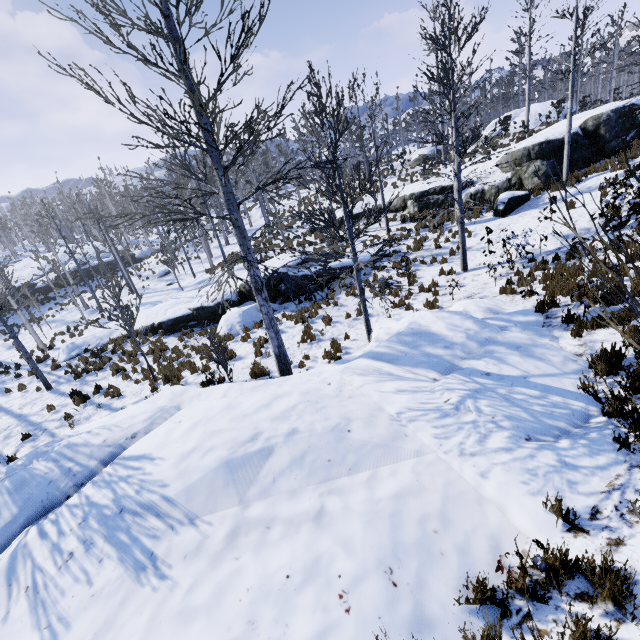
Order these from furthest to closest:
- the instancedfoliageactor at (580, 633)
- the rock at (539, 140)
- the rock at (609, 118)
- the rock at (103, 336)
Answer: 1. the rock at (103, 336)
2. the rock at (539, 140)
3. the rock at (609, 118)
4. the instancedfoliageactor at (580, 633)

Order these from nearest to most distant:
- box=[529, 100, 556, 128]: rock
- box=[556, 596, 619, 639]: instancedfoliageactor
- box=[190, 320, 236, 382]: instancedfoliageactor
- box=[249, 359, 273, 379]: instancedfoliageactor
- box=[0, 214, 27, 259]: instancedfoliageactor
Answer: box=[556, 596, 619, 639]: instancedfoliageactor, box=[190, 320, 236, 382]: instancedfoliageactor, box=[249, 359, 273, 379]: instancedfoliageactor, box=[529, 100, 556, 128]: rock, box=[0, 214, 27, 259]: instancedfoliageactor

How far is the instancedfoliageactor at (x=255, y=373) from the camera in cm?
984

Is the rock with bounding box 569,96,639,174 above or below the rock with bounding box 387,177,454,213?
above

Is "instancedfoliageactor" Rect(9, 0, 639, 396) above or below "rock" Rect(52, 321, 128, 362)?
above

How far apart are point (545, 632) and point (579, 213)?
15.0m

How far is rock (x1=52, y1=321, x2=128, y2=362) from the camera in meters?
17.0 m

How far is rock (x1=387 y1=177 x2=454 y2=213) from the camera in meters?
19.5 m
